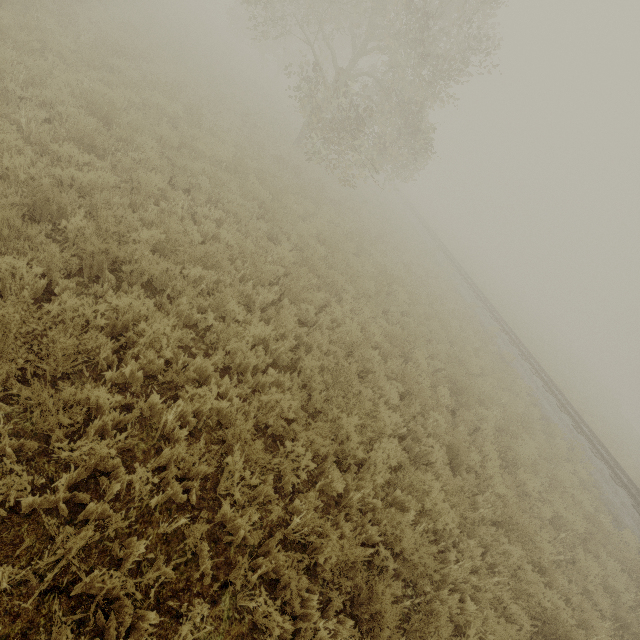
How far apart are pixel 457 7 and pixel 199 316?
14.8m
